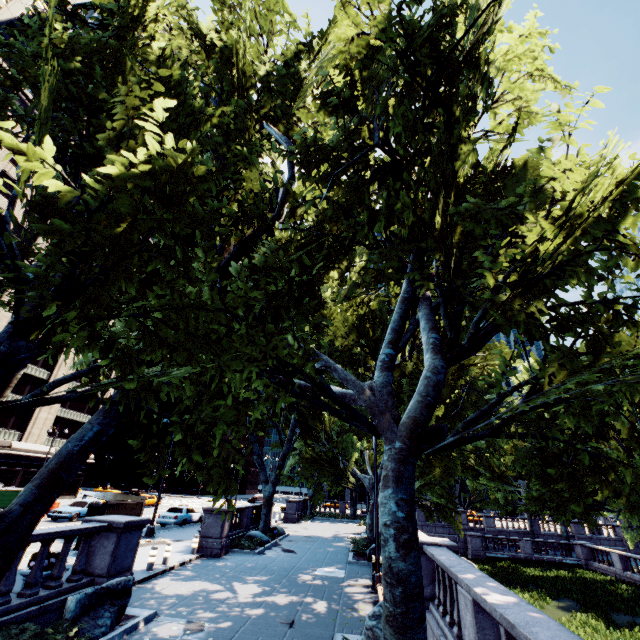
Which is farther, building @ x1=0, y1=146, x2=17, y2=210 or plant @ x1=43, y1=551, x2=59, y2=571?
building @ x1=0, y1=146, x2=17, y2=210

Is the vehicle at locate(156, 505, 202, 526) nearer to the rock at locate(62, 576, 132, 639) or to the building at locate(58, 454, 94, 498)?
the rock at locate(62, 576, 132, 639)

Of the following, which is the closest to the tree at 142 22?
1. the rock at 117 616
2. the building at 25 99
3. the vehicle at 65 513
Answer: the rock at 117 616

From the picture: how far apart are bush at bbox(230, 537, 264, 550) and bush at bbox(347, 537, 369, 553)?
5.7m

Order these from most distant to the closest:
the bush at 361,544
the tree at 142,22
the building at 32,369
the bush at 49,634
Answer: the building at 32,369, the bush at 361,544, the bush at 49,634, the tree at 142,22

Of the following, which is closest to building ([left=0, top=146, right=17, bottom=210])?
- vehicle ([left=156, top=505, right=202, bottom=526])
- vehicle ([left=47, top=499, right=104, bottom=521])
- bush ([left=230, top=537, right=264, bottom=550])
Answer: vehicle ([left=47, top=499, right=104, bottom=521])

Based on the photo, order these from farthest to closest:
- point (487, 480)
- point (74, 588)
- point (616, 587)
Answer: point (487, 480) → point (616, 587) → point (74, 588)

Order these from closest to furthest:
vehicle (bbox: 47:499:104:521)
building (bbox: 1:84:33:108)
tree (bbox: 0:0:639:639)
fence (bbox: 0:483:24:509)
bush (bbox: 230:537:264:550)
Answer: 1. tree (bbox: 0:0:639:639)
2. bush (bbox: 230:537:264:550)
3. fence (bbox: 0:483:24:509)
4. vehicle (bbox: 47:499:104:521)
5. building (bbox: 1:84:33:108)
